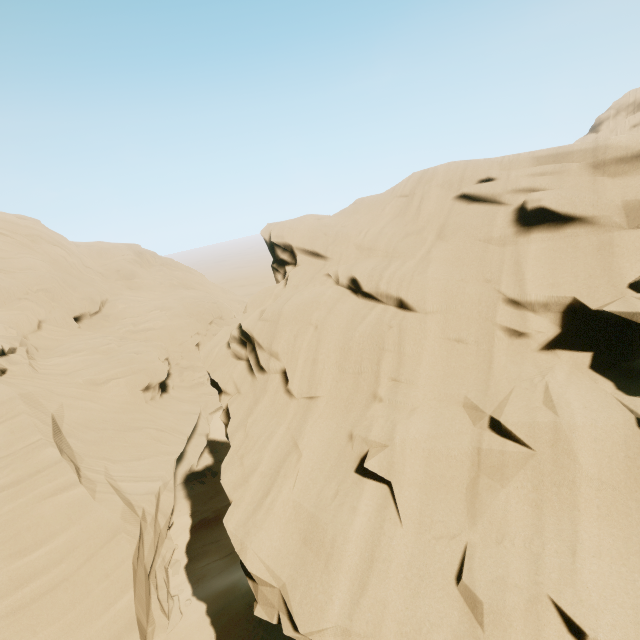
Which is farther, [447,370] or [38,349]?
[38,349]
